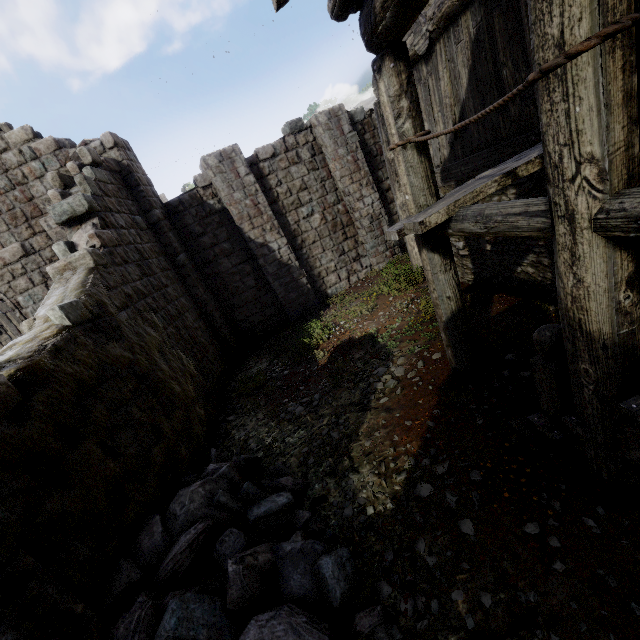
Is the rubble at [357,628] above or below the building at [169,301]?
below

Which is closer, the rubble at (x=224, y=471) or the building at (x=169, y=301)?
the building at (x=169, y=301)

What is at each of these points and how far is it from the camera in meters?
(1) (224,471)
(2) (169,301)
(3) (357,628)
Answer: (1) rubble, 4.6
(2) building, 8.4
(3) rubble, 2.8

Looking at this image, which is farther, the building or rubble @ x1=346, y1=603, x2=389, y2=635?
rubble @ x1=346, y1=603, x2=389, y2=635

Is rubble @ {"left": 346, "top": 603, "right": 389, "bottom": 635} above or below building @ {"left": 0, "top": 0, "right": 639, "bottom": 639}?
below
